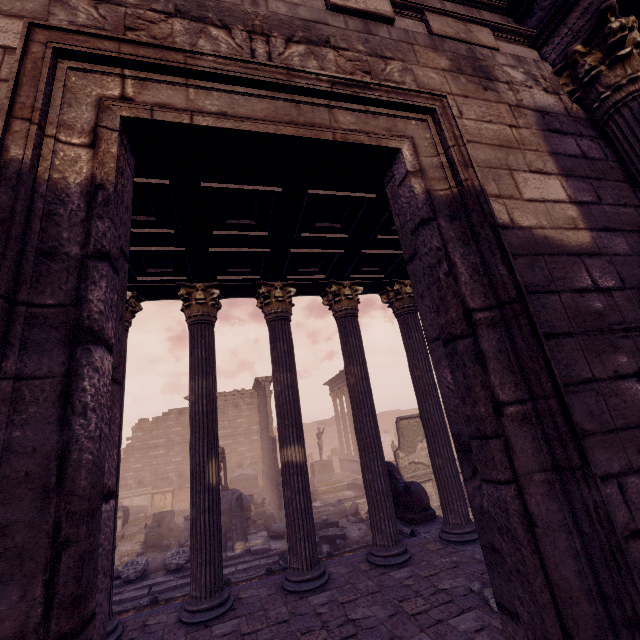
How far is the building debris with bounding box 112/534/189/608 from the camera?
9.3m

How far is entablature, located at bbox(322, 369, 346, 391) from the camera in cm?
2522

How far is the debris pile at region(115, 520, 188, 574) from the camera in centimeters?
1162cm

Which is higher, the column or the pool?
the column

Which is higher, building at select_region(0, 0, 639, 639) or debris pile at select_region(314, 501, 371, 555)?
building at select_region(0, 0, 639, 639)

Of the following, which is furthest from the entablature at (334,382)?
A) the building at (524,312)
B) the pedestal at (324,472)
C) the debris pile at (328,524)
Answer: the building at (524,312)

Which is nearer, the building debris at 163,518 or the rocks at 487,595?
the rocks at 487,595

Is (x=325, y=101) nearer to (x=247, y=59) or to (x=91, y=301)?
(x=247, y=59)
